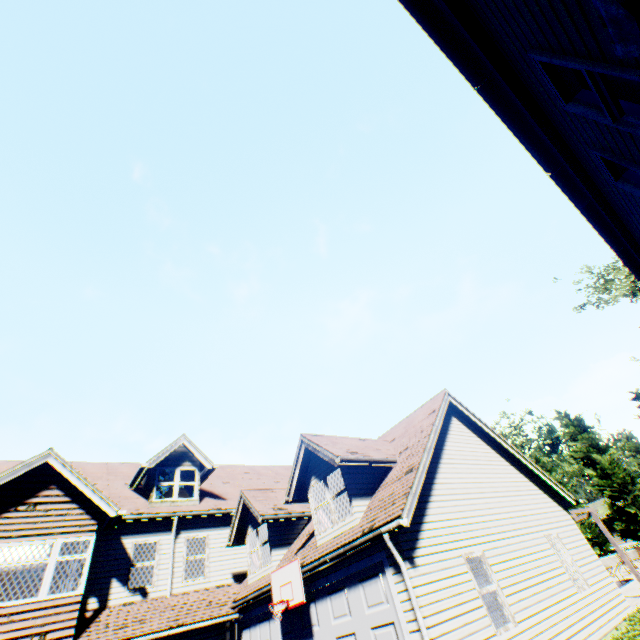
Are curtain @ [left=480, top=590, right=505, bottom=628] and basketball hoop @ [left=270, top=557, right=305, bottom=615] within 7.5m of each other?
yes

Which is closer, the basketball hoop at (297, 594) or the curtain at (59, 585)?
the basketball hoop at (297, 594)

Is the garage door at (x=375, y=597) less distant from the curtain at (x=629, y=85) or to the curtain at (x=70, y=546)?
the curtain at (x=70, y=546)

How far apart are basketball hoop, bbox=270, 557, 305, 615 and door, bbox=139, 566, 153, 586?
7.5m

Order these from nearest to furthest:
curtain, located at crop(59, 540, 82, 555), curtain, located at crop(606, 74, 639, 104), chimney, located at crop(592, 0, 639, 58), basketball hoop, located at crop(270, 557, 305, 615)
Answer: chimney, located at crop(592, 0, 639, 58) → curtain, located at crop(606, 74, 639, 104) → basketball hoop, located at crop(270, 557, 305, 615) → curtain, located at crop(59, 540, 82, 555)

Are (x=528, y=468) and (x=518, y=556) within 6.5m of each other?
yes

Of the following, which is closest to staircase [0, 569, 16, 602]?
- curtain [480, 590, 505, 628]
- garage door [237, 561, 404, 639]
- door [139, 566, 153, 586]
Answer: door [139, 566, 153, 586]

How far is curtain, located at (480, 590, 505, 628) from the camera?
8.0 meters
